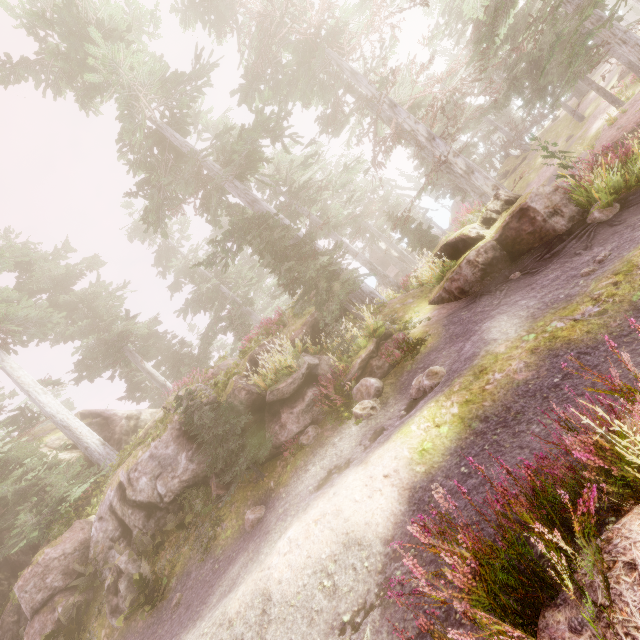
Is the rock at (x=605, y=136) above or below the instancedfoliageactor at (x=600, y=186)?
below

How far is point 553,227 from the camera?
8.64m

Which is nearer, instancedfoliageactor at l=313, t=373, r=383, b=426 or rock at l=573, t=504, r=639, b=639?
rock at l=573, t=504, r=639, b=639

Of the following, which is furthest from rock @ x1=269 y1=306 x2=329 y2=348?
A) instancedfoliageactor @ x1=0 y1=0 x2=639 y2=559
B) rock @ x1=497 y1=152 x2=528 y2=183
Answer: rock @ x1=497 y1=152 x2=528 y2=183

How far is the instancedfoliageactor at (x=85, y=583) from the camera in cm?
1059

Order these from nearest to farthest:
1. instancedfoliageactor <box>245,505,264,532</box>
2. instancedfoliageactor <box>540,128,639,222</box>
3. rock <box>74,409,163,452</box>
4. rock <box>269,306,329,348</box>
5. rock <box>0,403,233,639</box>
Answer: instancedfoliageactor <box>540,128,639,222</box>
instancedfoliageactor <box>245,505,264,532</box>
rock <box>0,403,233,639</box>
rock <box>269,306,329,348</box>
rock <box>74,409,163,452</box>

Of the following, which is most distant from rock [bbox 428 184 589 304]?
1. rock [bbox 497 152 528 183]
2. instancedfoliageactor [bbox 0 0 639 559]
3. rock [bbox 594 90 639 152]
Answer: rock [bbox 497 152 528 183]

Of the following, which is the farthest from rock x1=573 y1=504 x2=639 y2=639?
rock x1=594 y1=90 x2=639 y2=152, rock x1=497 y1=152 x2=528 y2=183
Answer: rock x1=497 y1=152 x2=528 y2=183
